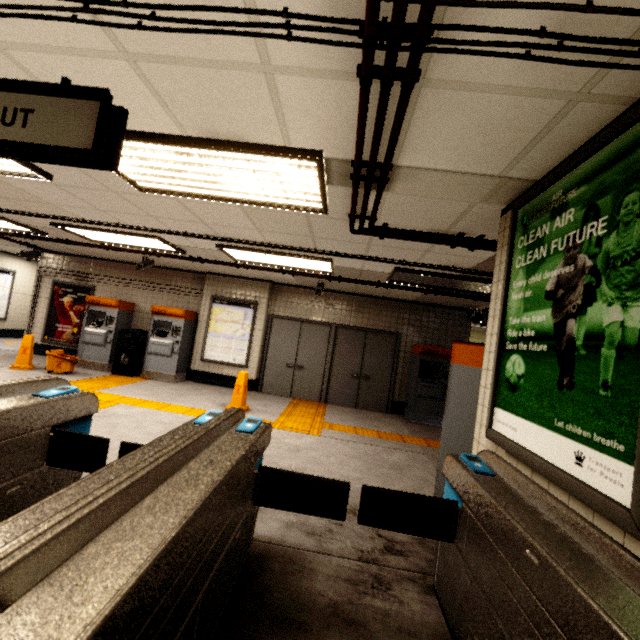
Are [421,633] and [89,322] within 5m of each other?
no

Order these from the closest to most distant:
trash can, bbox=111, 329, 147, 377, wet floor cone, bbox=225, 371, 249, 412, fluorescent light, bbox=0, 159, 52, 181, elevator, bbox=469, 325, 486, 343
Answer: fluorescent light, bbox=0, 159, 52, 181
wet floor cone, bbox=225, 371, 249, 412
trash can, bbox=111, 329, 147, 377
elevator, bbox=469, 325, 486, 343

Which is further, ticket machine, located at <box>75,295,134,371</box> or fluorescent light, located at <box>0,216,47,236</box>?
ticket machine, located at <box>75,295,134,371</box>

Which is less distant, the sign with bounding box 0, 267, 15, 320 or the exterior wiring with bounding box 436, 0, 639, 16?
the exterior wiring with bounding box 436, 0, 639, 16

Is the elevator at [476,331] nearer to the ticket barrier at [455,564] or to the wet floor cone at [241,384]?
the wet floor cone at [241,384]

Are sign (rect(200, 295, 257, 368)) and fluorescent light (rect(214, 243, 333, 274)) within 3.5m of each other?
yes

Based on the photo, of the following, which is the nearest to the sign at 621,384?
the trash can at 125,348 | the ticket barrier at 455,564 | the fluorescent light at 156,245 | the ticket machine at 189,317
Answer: the ticket barrier at 455,564

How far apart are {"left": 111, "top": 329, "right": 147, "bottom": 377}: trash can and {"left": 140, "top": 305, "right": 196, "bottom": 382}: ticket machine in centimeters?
13cm
